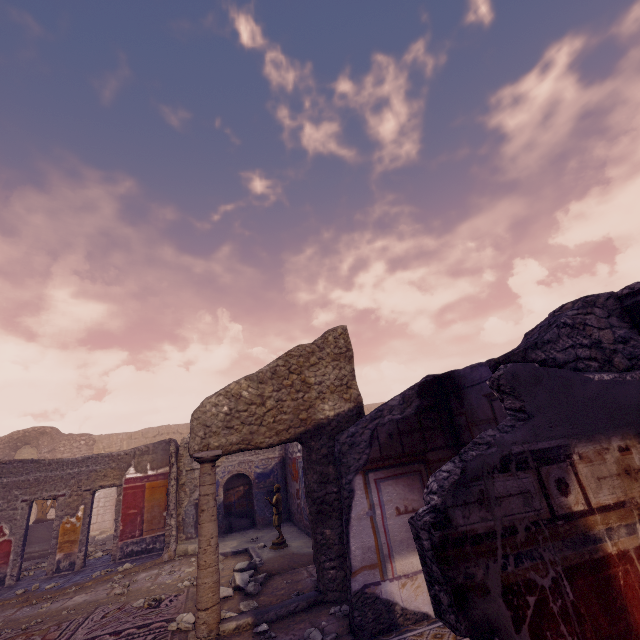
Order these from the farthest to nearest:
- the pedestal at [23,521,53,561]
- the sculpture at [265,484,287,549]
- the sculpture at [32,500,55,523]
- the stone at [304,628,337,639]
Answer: the sculpture at [32,500,55,523] → the pedestal at [23,521,53,561] → the sculpture at [265,484,287,549] → the stone at [304,628,337,639]

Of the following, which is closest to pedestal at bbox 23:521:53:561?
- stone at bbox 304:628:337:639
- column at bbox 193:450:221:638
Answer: column at bbox 193:450:221:638

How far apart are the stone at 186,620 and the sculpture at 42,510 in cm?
1204

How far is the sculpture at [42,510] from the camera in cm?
1216

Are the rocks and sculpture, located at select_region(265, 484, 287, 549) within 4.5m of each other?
yes

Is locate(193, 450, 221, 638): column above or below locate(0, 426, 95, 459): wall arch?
below

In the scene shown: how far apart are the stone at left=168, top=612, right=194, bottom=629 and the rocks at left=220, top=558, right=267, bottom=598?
0.6m

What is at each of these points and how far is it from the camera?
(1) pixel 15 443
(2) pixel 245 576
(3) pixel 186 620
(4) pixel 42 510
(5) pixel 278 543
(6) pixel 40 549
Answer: (1) wall arch, 18.5m
(2) rocks, 5.6m
(3) stone, 4.3m
(4) sculpture, 12.3m
(5) sculpture, 7.0m
(6) pedestal, 11.6m
